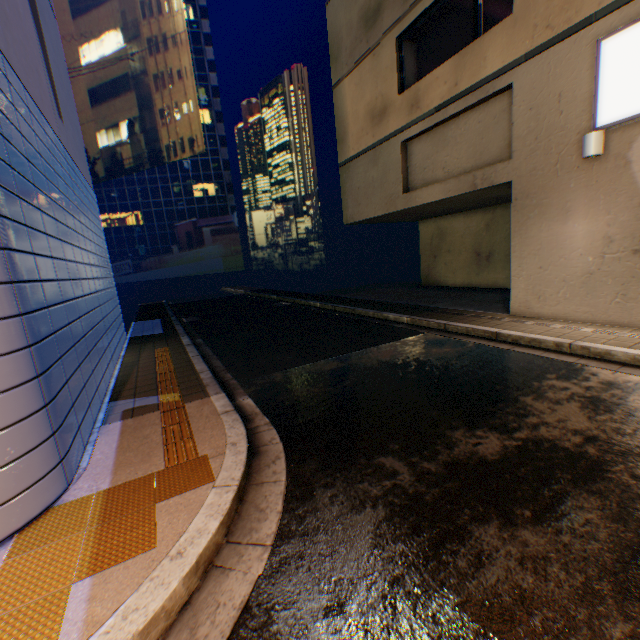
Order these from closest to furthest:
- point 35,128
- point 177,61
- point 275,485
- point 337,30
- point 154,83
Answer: point 275,485, point 35,128, point 337,30, point 177,61, point 154,83

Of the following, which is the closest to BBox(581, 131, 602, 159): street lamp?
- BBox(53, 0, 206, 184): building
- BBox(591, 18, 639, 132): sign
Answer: BBox(591, 18, 639, 132): sign

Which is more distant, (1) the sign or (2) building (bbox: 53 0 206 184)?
(2) building (bbox: 53 0 206 184)

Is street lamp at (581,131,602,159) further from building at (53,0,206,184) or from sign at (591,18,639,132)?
building at (53,0,206,184)

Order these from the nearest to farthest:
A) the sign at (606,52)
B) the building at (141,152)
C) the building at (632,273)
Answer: the sign at (606,52), the building at (632,273), the building at (141,152)

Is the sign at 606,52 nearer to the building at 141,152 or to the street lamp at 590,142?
the street lamp at 590,142

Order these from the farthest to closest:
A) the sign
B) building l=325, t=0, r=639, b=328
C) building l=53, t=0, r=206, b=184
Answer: building l=53, t=0, r=206, b=184
building l=325, t=0, r=639, b=328
the sign
